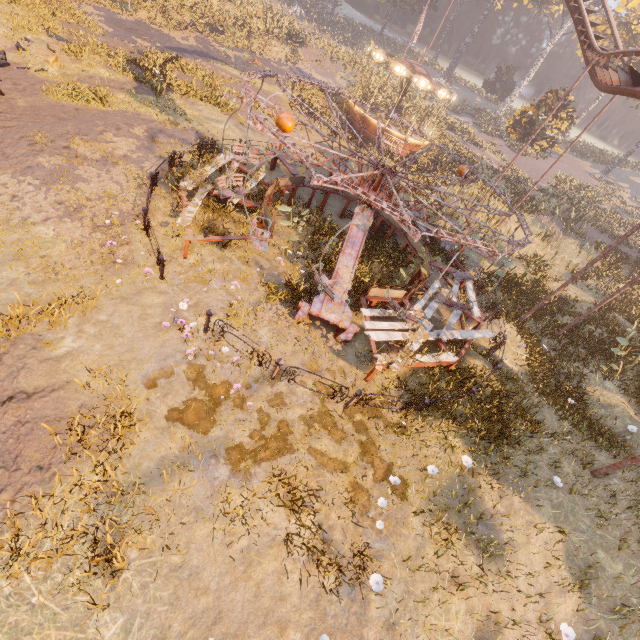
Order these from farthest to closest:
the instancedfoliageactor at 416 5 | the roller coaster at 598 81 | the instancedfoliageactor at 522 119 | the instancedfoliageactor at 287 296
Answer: the instancedfoliageactor at 416 5 < the instancedfoliageactor at 522 119 < the roller coaster at 598 81 < the instancedfoliageactor at 287 296

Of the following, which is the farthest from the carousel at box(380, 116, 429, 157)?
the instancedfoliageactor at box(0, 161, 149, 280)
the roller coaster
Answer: the instancedfoliageactor at box(0, 161, 149, 280)

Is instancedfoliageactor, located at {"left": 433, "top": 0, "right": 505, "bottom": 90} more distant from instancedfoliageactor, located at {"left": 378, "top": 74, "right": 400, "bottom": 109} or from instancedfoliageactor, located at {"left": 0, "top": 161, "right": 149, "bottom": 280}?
instancedfoliageactor, located at {"left": 0, "top": 161, "right": 149, "bottom": 280}

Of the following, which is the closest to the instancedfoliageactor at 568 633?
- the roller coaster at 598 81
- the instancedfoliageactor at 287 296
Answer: the instancedfoliageactor at 287 296

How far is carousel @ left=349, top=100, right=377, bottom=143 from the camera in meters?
25.4 m

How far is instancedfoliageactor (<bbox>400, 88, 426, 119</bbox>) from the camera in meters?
34.7 m

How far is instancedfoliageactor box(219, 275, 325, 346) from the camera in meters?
8.5

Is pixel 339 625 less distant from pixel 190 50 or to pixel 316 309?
pixel 316 309
